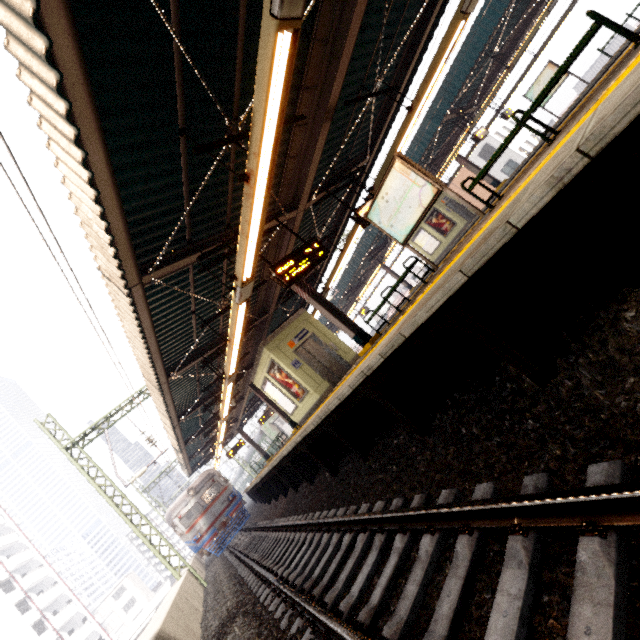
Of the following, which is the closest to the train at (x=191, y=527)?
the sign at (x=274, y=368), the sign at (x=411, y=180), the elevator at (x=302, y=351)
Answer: the elevator at (x=302, y=351)

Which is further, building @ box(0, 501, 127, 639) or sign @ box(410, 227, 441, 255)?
building @ box(0, 501, 127, 639)

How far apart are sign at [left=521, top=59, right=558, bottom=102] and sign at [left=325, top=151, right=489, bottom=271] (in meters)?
14.62

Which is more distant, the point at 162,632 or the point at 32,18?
the point at 162,632

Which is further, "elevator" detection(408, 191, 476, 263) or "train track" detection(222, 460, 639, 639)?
"elevator" detection(408, 191, 476, 263)

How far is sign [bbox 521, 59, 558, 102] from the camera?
14.5 meters

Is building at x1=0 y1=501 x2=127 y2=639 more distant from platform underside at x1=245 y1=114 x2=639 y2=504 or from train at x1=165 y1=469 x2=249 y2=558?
platform underside at x1=245 y1=114 x2=639 y2=504

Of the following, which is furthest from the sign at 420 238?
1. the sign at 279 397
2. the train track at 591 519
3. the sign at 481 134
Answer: the train track at 591 519
